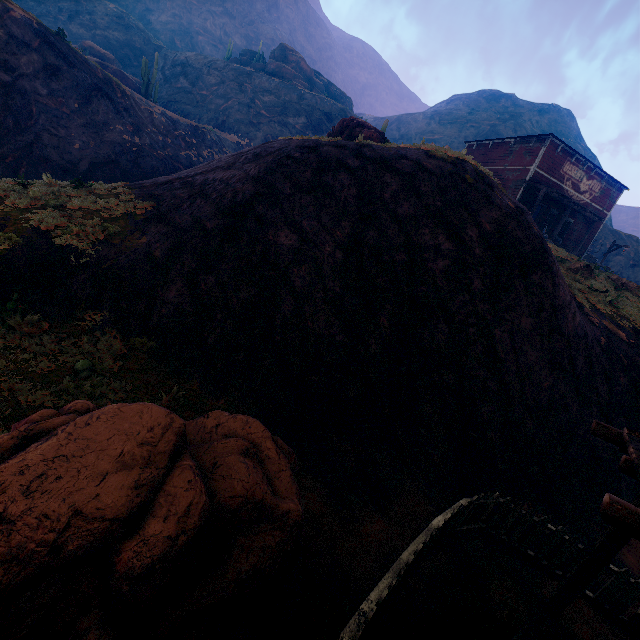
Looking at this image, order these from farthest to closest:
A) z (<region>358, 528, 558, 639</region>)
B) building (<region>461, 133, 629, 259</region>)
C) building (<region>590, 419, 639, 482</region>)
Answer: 1. building (<region>461, 133, 629, 259</region>)
2. z (<region>358, 528, 558, 639</region>)
3. building (<region>590, 419, 639, 482</region>)

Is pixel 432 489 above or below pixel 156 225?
below

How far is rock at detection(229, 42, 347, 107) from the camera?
49.1 meters

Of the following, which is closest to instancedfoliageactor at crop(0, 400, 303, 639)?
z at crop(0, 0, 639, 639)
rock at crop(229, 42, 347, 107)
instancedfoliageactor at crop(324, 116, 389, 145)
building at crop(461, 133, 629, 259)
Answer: z at crop(0, 0, 639, 639)

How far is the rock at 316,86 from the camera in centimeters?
4912cm

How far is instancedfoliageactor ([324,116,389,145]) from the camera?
14.98m

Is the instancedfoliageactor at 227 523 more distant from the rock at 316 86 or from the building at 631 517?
the rock at 316 86

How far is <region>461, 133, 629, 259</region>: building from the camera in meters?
22.2 m
